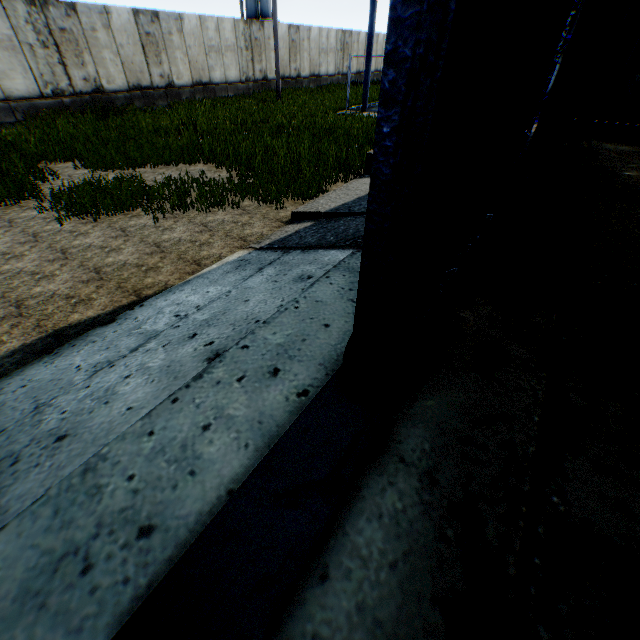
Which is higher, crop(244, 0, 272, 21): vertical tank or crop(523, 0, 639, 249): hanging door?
crop(244, 0, 272, 21): vertical tank

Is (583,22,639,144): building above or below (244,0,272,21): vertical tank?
below

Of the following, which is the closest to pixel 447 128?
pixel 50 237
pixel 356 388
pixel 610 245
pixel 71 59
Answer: pixel 356 388

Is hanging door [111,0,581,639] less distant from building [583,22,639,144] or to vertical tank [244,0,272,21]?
building [583,22,639,144]

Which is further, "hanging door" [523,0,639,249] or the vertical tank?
the vertical tank

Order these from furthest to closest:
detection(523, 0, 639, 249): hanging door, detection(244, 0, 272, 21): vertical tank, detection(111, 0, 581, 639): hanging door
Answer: detection(244, 0, 272, 21): vertical tank < detection(523, 0, 639, 249): hanging door < detection(111, 0, 581, 639): hanging door

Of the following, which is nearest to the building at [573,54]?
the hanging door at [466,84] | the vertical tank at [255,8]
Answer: the hanging door at [466,84]
